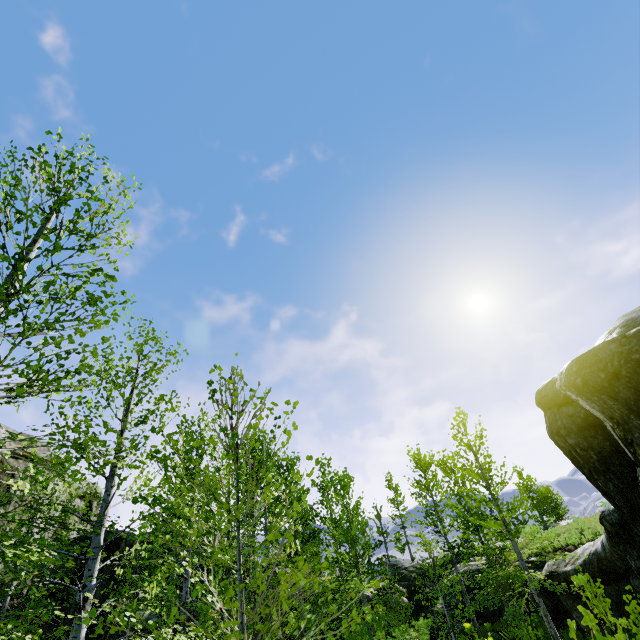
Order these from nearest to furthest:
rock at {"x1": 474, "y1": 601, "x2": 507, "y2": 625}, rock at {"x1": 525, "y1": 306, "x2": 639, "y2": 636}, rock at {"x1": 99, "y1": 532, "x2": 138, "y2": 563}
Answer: rock at {"x1": 525, "y1": 306, "x2": 639, "y2": 636} < rock at {"x1": 99, "y1": 532, "x2": 138, "y2": 563} < rock at {"x1": 474, "y1": 601, "x2": 507, "y2": 625}

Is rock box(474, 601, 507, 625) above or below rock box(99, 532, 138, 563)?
below

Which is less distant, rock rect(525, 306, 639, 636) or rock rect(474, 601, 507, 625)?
rock rect(525, 306, 639, 636)

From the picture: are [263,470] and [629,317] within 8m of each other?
yes

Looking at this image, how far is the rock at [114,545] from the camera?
11.9 meters

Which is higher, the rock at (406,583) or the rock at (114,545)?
the rock at (114,545)
